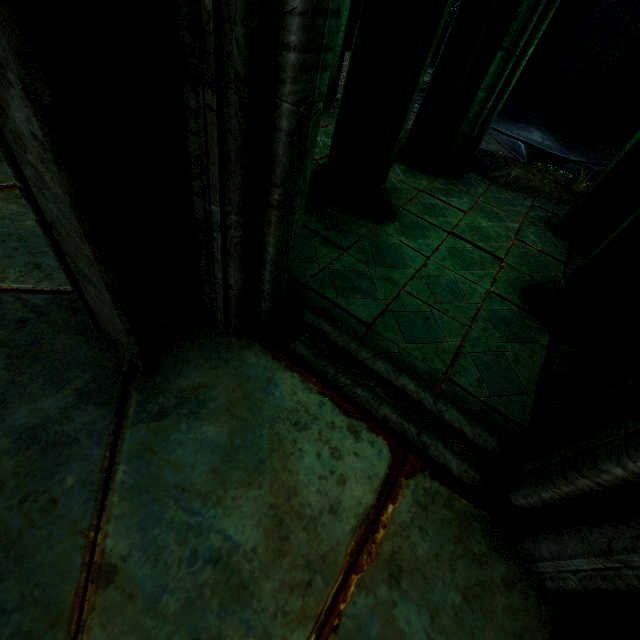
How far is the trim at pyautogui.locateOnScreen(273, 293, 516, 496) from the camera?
2.20m

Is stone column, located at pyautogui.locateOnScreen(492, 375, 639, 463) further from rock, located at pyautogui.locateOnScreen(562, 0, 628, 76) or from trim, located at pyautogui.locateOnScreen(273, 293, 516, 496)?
rock, located at pyautogui.locateOnScreen(562, 0, 628, 76)

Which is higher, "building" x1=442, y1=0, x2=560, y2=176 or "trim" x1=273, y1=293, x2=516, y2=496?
"building" x1=442, y1=0, x2=560, y2=176

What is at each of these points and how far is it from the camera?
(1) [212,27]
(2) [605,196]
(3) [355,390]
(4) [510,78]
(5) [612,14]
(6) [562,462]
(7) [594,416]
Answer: (1) building, 1.2m
(2) building, 4.9m
(3) trim, 2.4m
(4) building, 4.9m
(5) rock, 22.6m
(6) building, 1.7m
(7) stone column, 1.8m

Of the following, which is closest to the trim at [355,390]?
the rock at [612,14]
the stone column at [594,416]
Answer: the stone column at [594,416]

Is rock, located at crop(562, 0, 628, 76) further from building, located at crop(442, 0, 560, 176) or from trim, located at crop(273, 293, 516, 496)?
trim, located at crop(273, 293, 516, 496)

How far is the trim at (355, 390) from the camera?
2.2m

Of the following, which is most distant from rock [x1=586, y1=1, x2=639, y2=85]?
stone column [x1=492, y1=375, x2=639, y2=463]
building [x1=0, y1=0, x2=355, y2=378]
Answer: stone column [x1=492, y1=375, x2=639, y2=463]
